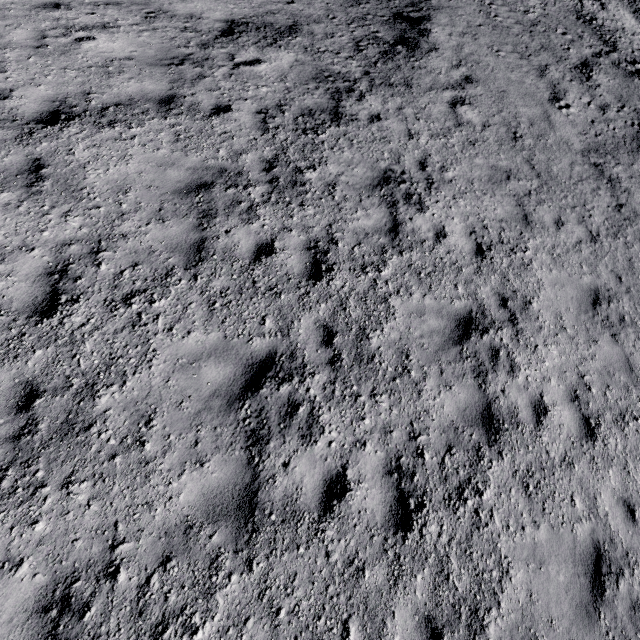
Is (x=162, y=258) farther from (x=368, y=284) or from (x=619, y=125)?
(x=619, y=125)
